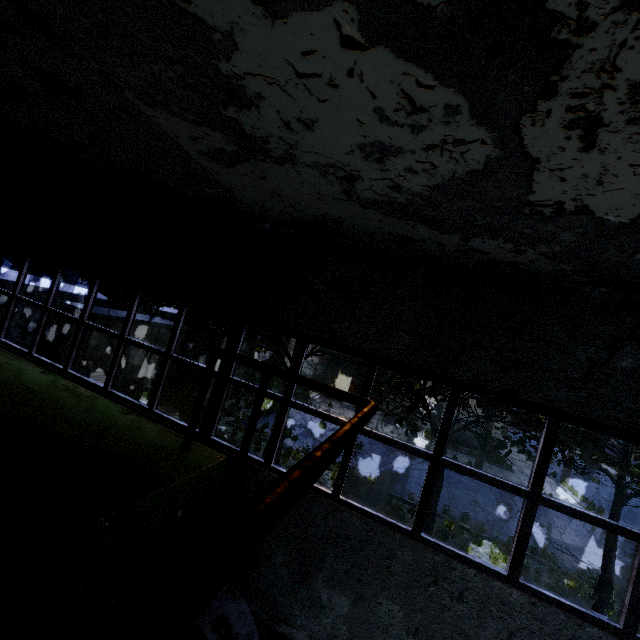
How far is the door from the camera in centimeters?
2652cm

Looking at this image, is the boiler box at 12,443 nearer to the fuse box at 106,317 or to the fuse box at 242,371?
the fuse box at 106,317

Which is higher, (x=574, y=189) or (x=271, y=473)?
A: (x=574, y=189)

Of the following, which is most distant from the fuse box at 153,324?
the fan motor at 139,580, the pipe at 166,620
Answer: the fan motor at 139,580

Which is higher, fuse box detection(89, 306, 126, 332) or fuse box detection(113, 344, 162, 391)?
fuse box detection(89, 306, 126, 332)

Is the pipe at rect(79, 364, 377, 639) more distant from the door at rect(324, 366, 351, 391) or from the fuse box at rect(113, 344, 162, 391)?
the door at rect(324, 366, 351, 391)

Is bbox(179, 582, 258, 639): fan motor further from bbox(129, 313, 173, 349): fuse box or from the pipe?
bbox(129, 313, 173, 349): fuse box

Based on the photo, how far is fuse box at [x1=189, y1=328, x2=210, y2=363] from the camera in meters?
21.5
